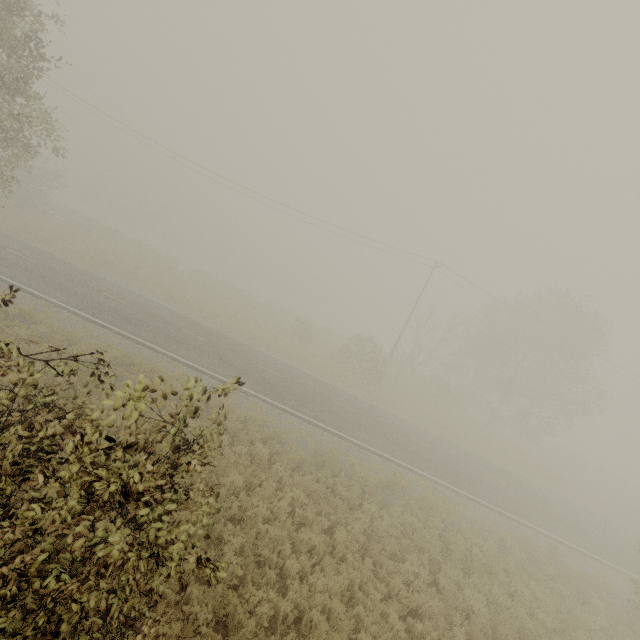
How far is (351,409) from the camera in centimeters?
1927cm
